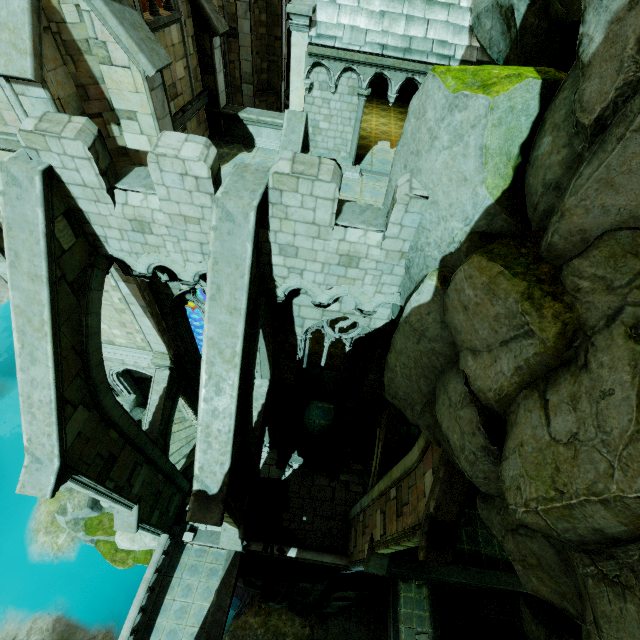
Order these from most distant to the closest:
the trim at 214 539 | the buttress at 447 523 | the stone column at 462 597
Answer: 1. the stone column at 462 597
2. the trim at 214 539
3. the buttress at 447 523

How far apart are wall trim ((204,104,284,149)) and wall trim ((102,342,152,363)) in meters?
8.9

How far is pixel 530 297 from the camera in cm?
450

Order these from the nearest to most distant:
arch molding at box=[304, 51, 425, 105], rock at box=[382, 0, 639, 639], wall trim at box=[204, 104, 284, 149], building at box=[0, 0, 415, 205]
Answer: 1. rock at box=[382, 0, 639, 639]
2. building at box=[0, 0, 415, 205]
3. arch molding at box=[304, 51, 425, 105]
4. wall trim at box=[204, 104, 284, 149]

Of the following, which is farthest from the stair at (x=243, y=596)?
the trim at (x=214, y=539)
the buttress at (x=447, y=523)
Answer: the buttress at (x=447, y=523)

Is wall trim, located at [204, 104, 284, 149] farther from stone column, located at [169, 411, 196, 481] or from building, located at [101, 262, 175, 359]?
stone column, located at [169, 411, 196, 481]

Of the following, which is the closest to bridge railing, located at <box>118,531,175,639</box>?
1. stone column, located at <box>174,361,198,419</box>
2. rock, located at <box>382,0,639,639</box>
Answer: stone column, located at <box>174,361,198,419</box>

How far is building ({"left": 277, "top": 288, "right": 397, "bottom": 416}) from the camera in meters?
10.0
